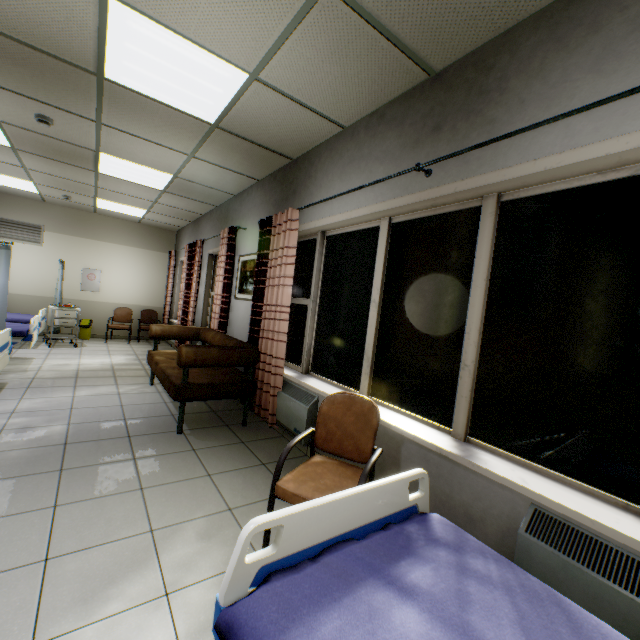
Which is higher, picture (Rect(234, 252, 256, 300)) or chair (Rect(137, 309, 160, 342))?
picture (Rect(234, 252, 256, 300))

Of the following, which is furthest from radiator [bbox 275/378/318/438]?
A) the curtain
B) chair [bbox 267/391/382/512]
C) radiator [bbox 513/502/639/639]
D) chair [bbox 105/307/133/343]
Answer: chair [bbox 105/307/133/343]

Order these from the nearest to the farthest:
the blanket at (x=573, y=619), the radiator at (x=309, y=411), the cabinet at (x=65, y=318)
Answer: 1. the blanket at (x=573, y=619)
2. the radiator at (x=309, y=411)
3. the cabinet at (x=65, y=318)

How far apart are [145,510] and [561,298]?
2.91m

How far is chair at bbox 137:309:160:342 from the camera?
8.72m

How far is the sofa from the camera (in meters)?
3.37

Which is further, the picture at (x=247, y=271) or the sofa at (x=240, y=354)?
the picture at (x=247, y=271)

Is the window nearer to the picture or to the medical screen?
the picture
